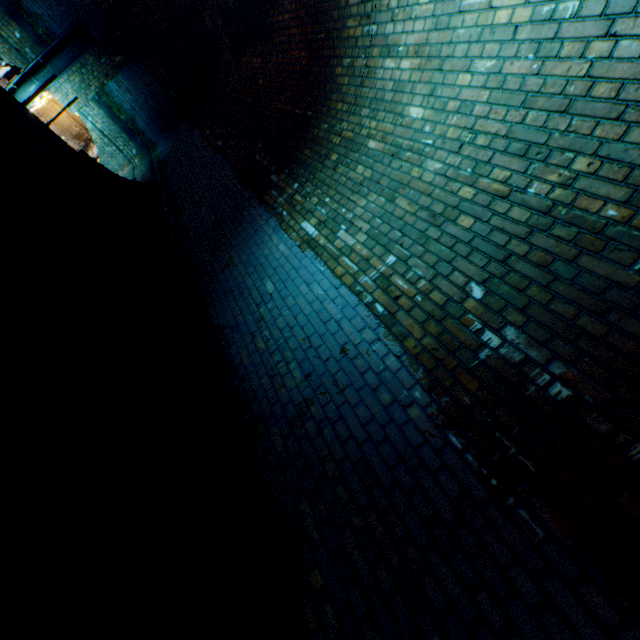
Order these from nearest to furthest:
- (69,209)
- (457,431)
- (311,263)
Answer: (457,431)
(311,263)
(69,209)

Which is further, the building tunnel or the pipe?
the pipe

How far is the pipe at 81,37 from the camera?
8.65m

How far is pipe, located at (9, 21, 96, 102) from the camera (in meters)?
8.65

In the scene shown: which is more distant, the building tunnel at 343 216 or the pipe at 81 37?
the pipe at 81 37
